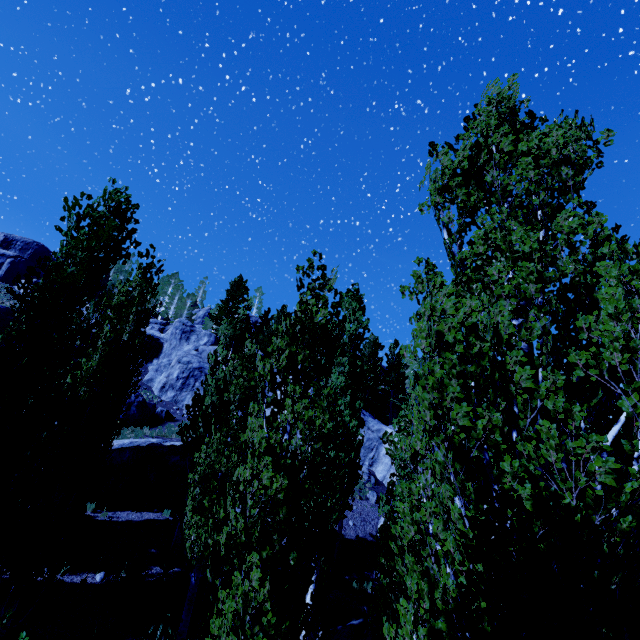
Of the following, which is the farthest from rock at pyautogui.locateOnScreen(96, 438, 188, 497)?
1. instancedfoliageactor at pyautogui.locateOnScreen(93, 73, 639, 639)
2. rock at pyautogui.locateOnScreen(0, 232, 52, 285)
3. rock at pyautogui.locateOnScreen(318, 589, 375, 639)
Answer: rock at pyautogui.locateOnScreen(0, 232, 52, 285)

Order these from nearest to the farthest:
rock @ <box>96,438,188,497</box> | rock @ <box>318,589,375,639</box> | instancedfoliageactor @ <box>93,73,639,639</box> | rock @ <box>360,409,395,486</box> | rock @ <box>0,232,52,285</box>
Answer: instancedfoliageactor @ <box>93,73,639,639</box> → rock @ <box>318,589,375,639</box> → rock @ <box>96,438,188,497</box> → rock @ <box>360,409,395,486</box> → rock @ <box>0,232,52,285</box>

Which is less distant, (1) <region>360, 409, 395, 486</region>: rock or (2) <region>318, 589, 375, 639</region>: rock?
(2) <region>318, 589, 375, 639</region>: rock

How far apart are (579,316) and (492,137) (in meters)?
2.72

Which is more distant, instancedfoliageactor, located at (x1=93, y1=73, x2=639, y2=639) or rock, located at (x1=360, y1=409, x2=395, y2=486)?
rock, located at (x1=360, y1=409, x2=395, y2=486)

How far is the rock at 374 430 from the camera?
23.8 meters

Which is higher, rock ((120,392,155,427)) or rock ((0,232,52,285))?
rock ((0,232,52,285))

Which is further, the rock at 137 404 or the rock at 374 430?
the rock at 374 430
